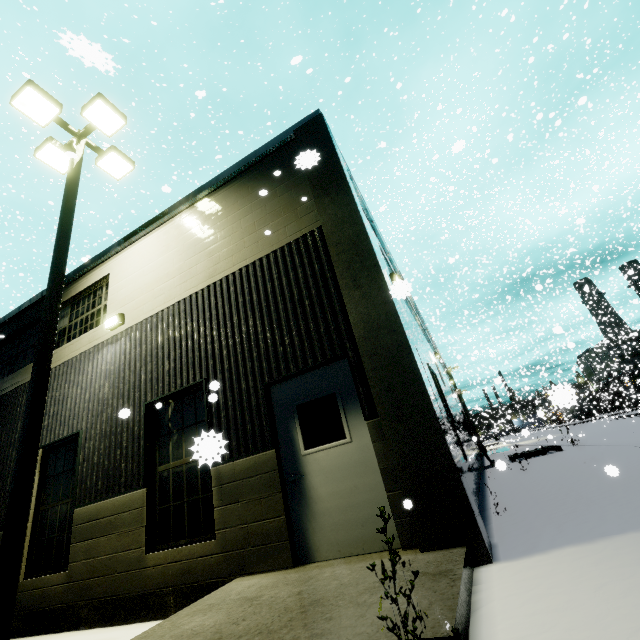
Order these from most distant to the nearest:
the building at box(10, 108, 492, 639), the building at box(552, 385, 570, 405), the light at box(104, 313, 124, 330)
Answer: the light at box(104, 313, 124, 330) < the building at box(10, 108, 492, 639) < the building at box(552, 385, 570, 405)

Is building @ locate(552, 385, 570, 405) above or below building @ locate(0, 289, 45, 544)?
below

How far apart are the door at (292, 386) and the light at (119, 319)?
4.4m

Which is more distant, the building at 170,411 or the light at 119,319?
the light at 119,319

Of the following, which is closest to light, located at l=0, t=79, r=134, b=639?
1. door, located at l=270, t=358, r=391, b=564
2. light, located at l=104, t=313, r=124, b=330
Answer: light, located at l=104, t=313, r=124, b=330

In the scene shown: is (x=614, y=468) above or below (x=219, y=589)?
above

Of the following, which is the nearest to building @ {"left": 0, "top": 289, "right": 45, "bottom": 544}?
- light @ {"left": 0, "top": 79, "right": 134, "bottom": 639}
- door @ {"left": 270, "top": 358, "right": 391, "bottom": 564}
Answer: door @ {"left": 270, "top": 358, "right": 391, "bottom": 564}

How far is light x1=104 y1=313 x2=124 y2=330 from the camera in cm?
744
